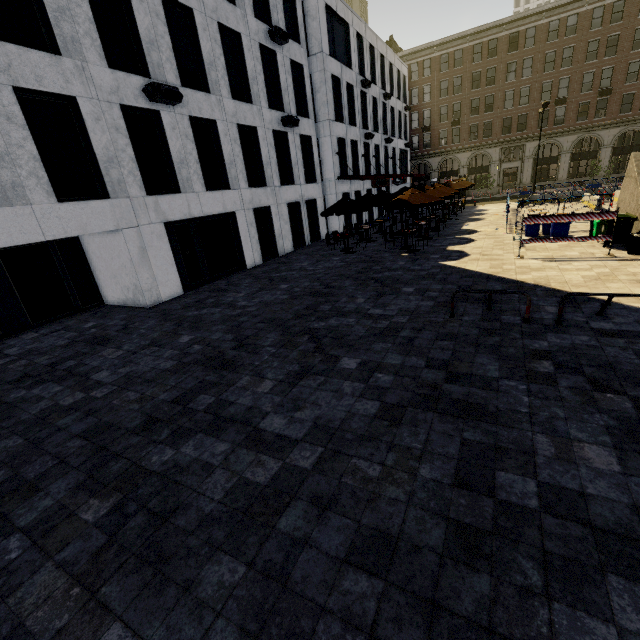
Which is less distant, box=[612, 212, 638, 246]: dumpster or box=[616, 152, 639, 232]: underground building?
box=[612, 212, 638, 246]: dumpster

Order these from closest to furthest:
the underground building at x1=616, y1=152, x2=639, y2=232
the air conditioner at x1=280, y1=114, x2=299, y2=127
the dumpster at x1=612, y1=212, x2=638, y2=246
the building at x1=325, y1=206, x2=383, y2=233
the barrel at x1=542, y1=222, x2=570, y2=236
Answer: the dumpster at x1=612, y1=212, x2=638, y2=246, the underground building at x1=616, y1=152, x2=639, y2=232, the barrel at x1=542, y1=222, x2=570, y2=236, the air conditioner at x1=280, y1=114, x2=299, y2=127, the building at x1=325, y1=206, x2=383, y2=233

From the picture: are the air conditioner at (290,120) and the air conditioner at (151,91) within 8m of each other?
yes

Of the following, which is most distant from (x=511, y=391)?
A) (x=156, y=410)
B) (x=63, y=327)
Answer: (x=63, y=327)

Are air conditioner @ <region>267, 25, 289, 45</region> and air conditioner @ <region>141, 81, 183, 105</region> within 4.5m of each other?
no

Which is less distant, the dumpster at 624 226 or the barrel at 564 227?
the dumpster at 624 226

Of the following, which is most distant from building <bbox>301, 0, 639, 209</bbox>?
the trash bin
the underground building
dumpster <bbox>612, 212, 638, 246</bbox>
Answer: dumpster <bbox>612, 212, 638, 246</bbox>

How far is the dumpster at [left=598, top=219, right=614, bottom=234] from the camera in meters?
11.9 m
